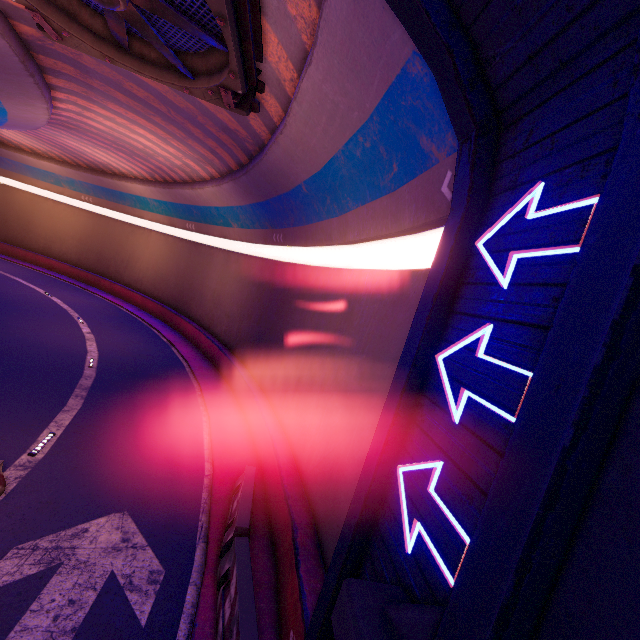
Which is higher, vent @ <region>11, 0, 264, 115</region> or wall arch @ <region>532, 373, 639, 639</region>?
vent @ <region>11, 0, 264, 115</region>

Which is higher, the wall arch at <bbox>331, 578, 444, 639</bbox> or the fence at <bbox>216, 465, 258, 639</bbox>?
the wall arch at <bbox>331, 578, 444, 639</bbox>

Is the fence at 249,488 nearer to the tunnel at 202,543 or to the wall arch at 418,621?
the tunnel at 202,543

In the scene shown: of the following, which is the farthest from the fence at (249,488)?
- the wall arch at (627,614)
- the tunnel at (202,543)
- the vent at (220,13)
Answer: the vent at (220,13)

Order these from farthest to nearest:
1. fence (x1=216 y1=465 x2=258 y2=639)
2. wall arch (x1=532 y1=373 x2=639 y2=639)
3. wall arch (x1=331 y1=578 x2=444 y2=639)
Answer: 1. fence (x1=216 y1=465 x2=258 y2=639)
2. wall arch (x1=331 y1=578 x2=444 y2=639)
3. wall arch (x1=532 y1=373 x2=639 y2=639)

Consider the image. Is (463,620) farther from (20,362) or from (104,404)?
(20,362)

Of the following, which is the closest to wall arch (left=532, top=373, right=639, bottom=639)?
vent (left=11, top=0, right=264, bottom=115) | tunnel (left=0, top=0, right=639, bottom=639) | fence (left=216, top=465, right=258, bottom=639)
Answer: tunnel (left=0, top=0, right=639, bottom=639)
